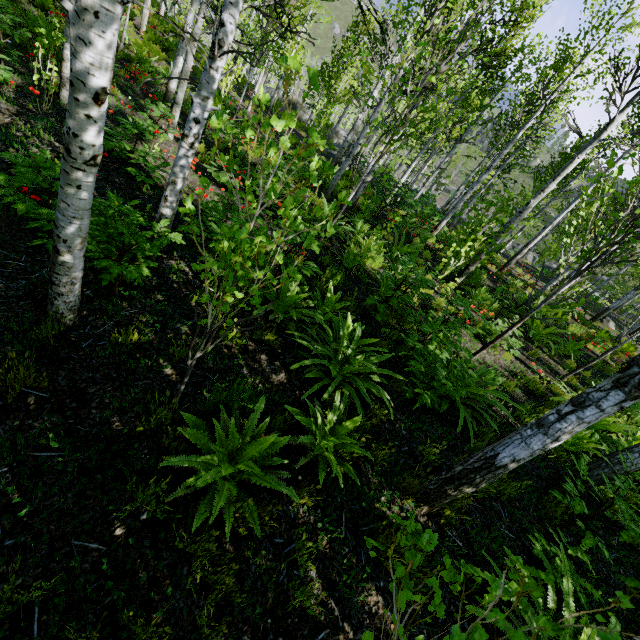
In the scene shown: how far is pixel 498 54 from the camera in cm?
819
